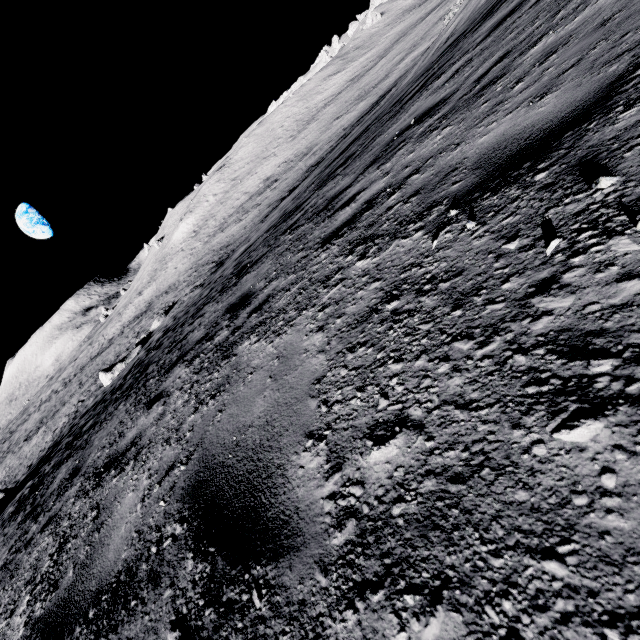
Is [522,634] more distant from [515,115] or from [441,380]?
[515,115]

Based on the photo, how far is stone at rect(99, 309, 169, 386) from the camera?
25.3m

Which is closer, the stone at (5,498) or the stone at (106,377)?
the stone at (5,498)

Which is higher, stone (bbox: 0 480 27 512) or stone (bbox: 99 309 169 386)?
stone (bbox: 0 480 27 512)

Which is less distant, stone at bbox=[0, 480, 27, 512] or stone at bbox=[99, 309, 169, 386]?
stone at bbox=[0, 480, 27, 512]

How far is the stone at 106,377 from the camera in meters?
25.3
